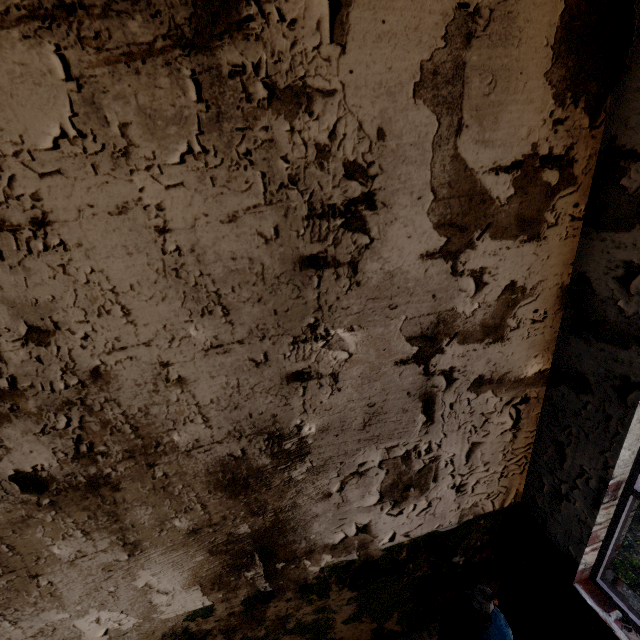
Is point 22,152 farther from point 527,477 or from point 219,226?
point 527,477
